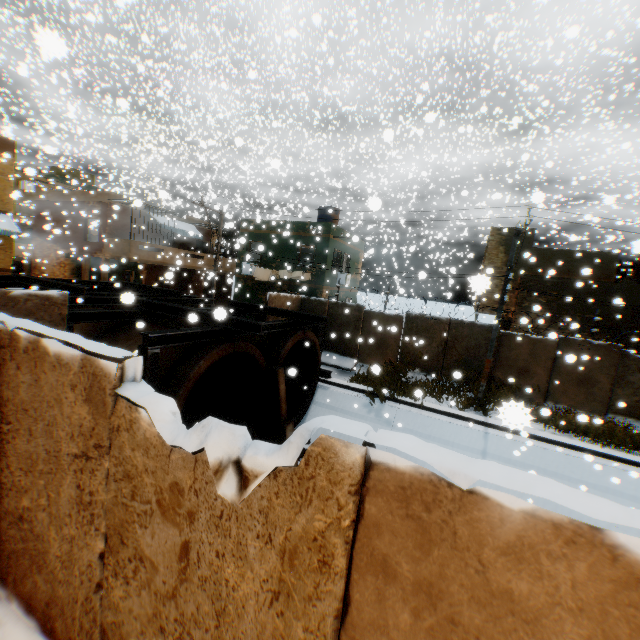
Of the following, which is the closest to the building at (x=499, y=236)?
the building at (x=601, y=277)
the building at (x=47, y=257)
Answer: the building at (x=601, y=277)

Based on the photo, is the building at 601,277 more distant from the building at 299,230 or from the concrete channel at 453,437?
the building at 299,230

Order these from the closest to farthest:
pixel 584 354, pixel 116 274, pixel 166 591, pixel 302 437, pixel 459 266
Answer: pixel 302 437, pixel 166 591, pixel 584 354, pixel 459 266, pixel 116 274

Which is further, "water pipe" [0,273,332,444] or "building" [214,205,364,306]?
"building" [214,205,364,306]

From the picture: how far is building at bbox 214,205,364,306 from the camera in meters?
20.0

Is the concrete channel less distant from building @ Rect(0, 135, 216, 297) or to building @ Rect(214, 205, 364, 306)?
building @ Rect(214, 205, 364, 306)

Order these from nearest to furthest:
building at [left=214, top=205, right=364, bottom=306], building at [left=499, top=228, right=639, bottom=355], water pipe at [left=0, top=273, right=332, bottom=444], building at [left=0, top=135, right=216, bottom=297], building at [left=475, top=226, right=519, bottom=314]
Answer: water pipe at [left=0, top=273, right=332, bottom=444]
building at [left=475, top=226, right=519, bottom=314]
building at [left=499, top=228, right=639, bottom=355]
building at [left=0, top=135, right=216, bottom=297]
building at [left=214, top=205, right=364, bottom=306]
